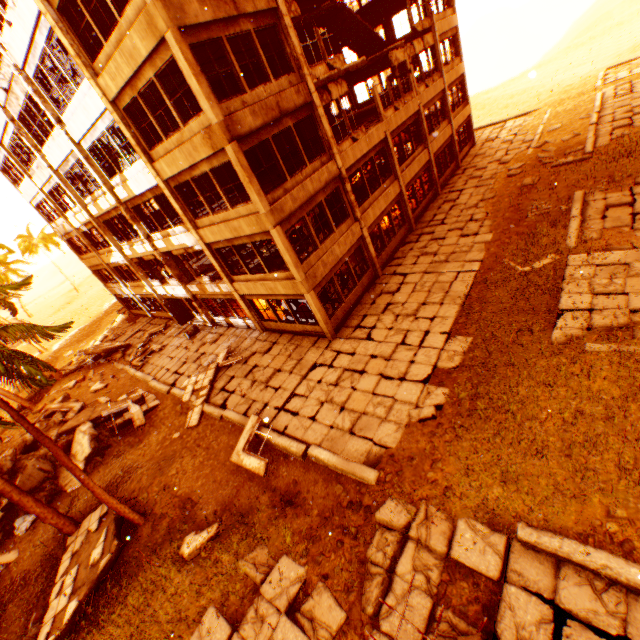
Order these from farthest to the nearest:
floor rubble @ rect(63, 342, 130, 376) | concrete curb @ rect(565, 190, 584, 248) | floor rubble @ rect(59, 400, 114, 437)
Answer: floor rubble @ rect(63, 342, 130, 376) < floor rubble @ rect(59, 400, 114, 437) < concrete curb @ rect(565, 190, 584, 248)

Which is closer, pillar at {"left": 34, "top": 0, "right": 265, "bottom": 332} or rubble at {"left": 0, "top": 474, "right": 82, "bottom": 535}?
rubble at {"left": 0, "top": 474, "right": 82, "bottom": 535}

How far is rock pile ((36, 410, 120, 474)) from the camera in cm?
1423

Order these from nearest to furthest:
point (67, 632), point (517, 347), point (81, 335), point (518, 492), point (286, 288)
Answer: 1. point (518, 492)
2. point (67, 632)
3. point (517, 347)
4. point (286, 288)
5. point (81, 335)

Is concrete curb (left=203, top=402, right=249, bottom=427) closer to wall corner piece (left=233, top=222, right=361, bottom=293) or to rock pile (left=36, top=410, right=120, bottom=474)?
rock pile (left=36, top=410, right=120, bottom=474)

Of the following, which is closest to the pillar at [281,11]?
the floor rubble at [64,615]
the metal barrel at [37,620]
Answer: the floor rubble at [64,615]

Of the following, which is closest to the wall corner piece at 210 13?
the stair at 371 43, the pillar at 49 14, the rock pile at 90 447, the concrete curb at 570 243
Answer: the pillar at 49 14

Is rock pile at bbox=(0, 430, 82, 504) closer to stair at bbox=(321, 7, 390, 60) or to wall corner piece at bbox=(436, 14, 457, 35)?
wall corner piece at bbox=(436, 14, 457, 35)
